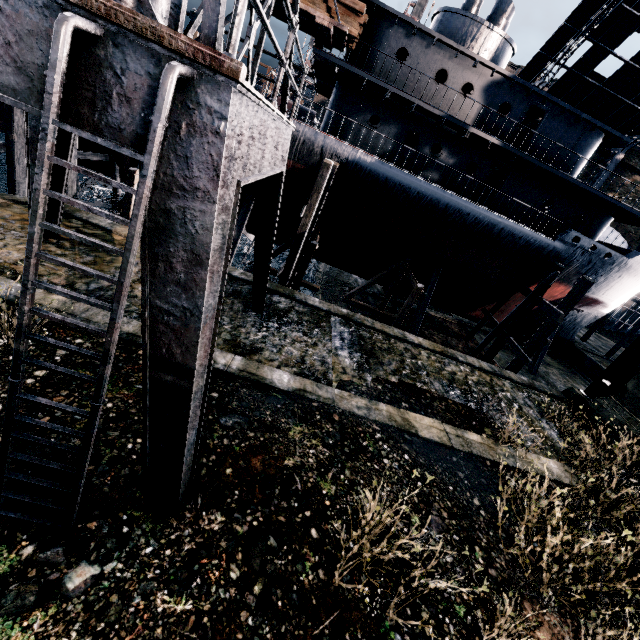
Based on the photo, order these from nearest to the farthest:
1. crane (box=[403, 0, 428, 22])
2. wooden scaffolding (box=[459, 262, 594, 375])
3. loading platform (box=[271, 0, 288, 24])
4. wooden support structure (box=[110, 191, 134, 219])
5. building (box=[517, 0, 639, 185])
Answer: loading platform (box=[271, 0, 288, 24])
wooden support structure (box=[110, 191, 134, 219])
wooden scaffolding (box=[459, 262, 594, 375])
building (box=[517, 0, 639, 185])
crane (box=[403, 0, 428, 22])

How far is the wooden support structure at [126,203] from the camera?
15.5 meters

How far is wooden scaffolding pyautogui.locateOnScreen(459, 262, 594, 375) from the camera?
16.6 meters

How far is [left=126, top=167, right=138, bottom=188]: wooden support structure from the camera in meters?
14.9

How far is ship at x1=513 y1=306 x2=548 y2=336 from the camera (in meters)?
24.52

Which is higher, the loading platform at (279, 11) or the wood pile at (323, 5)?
the wood pile at (323, 5)

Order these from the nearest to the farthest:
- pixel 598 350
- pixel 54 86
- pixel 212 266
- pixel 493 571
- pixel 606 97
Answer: pixel 54 86 → pixel 212 266 → pixel 493 571 → pixel 606 97 → pixel 598 350
